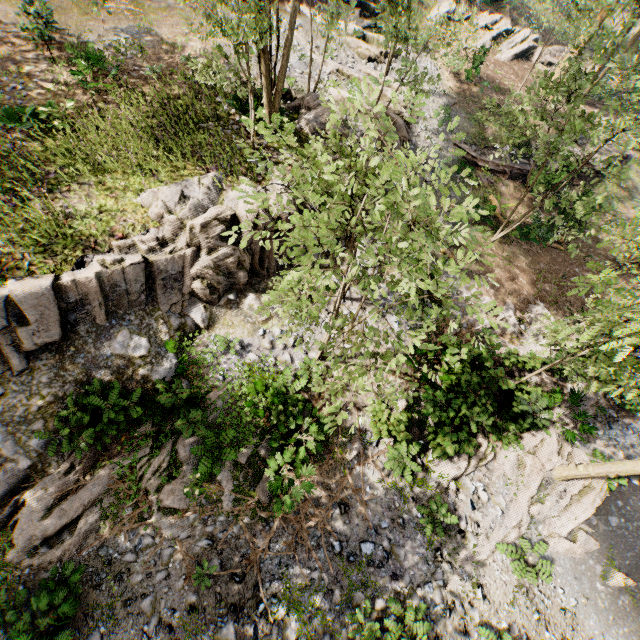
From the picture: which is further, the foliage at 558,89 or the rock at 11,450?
the rock at 11,450

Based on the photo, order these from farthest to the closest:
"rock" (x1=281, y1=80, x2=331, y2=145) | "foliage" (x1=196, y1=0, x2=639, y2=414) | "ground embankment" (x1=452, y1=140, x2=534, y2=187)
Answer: "ground embankment" (x1=452, y1=140, x2=534, y2=187)
"rock" (x1=281, y1=80, x2=331, y2=145)
"foliage" (x1=196, y1=0, x2=639, y2=414)

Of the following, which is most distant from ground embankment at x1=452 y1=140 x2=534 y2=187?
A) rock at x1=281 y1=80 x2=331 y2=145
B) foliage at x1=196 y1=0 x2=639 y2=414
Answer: rock at x1=281 y1=80 x2=331 y2=145

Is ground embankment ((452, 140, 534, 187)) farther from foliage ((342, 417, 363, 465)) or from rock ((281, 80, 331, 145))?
rock ((281, 80, 331, 145))

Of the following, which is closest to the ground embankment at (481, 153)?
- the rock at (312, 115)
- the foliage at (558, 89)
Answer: the foliage at (558, 89)

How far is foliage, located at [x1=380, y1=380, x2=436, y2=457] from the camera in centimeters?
604cm

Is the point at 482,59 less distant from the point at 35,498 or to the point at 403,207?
the point at 403,207
